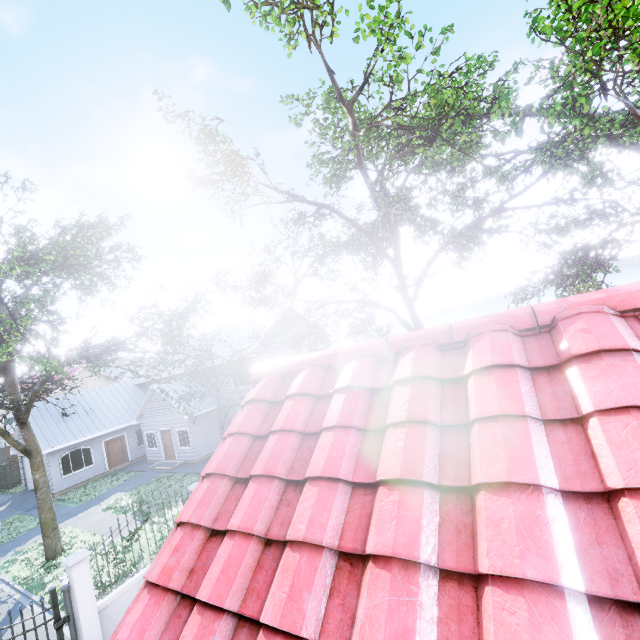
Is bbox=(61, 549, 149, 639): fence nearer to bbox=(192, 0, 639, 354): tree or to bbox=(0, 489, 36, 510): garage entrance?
bbox=(192, 0, 639, 354): tree

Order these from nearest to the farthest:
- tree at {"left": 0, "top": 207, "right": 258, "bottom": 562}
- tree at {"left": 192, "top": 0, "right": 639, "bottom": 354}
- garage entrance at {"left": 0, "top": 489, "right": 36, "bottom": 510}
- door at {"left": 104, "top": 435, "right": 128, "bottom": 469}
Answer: tree at {"left": 192, "top": 0, "right": 639, "bottom": 354}
tree at {"left": 0, "top": 207, "right": 258, "bottom": 562}
garage entrance at {"left": 0, "top": 489, "right": 36, "bottom": 510}
door at {"left": 104, "top": 435, "right": 128, "bottom": 469}

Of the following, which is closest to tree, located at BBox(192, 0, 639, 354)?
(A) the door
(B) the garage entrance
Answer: (B) the garage entrance

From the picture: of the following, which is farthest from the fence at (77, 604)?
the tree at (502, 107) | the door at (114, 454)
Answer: the door at (114, 454)

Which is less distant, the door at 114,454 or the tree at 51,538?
the tree at 51,538

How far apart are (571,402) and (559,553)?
0.78m

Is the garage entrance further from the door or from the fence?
the fence

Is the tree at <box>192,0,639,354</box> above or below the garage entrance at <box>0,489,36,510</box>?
above
